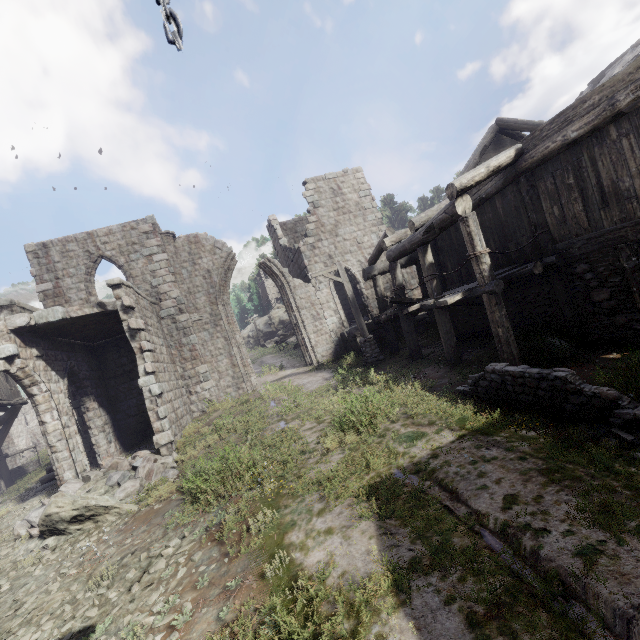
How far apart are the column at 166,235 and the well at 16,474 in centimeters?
2001cm

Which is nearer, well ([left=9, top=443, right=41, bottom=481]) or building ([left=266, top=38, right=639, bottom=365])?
building ([left=266, top=38, right=639, bottom=365])

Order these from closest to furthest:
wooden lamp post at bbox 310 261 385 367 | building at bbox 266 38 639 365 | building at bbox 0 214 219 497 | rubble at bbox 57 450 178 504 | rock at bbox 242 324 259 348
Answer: building at bbox 266 38 639 365 → rubble at bbox 57 450 178 504 → building at bbox 0 214 219 497 → wooden lamp post at bbox 310 261 385 367 → rock at bbox 242 324 259 348

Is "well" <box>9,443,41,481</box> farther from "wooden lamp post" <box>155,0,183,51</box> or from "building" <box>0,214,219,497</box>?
"wooden lamp post" <box>155,0,183,51</box>

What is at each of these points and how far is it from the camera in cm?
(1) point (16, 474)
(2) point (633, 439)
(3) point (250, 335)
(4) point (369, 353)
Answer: (1) well, 2477
(2) rubble, 418
(3) rock, 5647
(4) wooden lamp post, 1394

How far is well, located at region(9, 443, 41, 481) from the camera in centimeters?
2472cm

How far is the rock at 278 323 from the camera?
51.56m

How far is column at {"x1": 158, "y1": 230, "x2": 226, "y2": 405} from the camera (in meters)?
16.67
